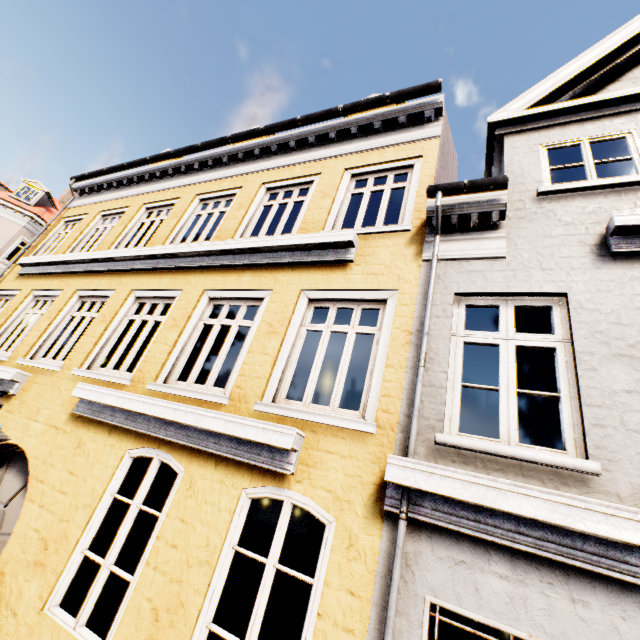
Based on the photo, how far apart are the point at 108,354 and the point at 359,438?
12.5 meters
